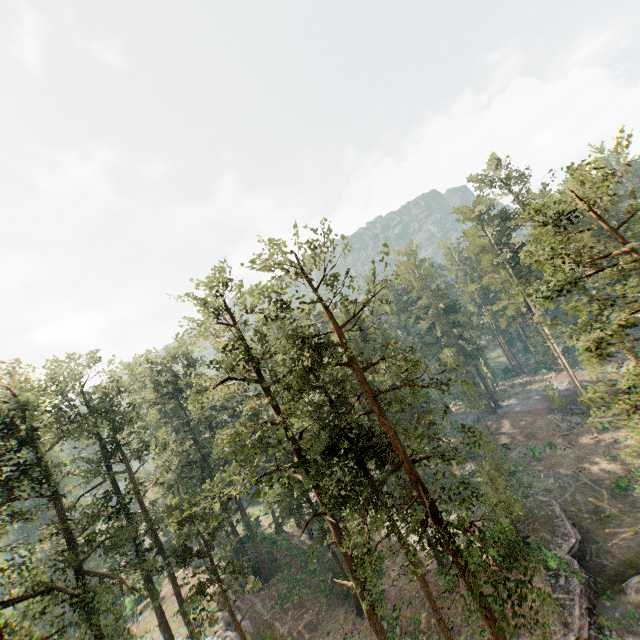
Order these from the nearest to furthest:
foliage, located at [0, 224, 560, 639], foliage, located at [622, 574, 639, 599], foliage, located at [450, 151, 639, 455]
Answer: foliage, located at [450, 151, 639, 455]
foliage, located at [0, 224, 560, 639]
foliage, located at [622, 574, 639, 599]

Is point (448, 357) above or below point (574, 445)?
above

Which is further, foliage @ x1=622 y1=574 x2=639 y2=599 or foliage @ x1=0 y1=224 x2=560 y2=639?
foliage @ x1=622 y1=574 x2=639 y2=599

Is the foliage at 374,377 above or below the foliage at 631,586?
above

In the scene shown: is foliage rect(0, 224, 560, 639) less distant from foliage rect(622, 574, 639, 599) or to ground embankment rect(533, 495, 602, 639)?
ground embankment rect(533, 495, 602, 639)

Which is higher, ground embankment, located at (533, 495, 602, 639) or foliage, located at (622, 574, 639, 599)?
ground embankment, located at (533, 495, 602, 639)

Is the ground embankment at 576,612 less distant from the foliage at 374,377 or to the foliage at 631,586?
the foliage at 374,377
